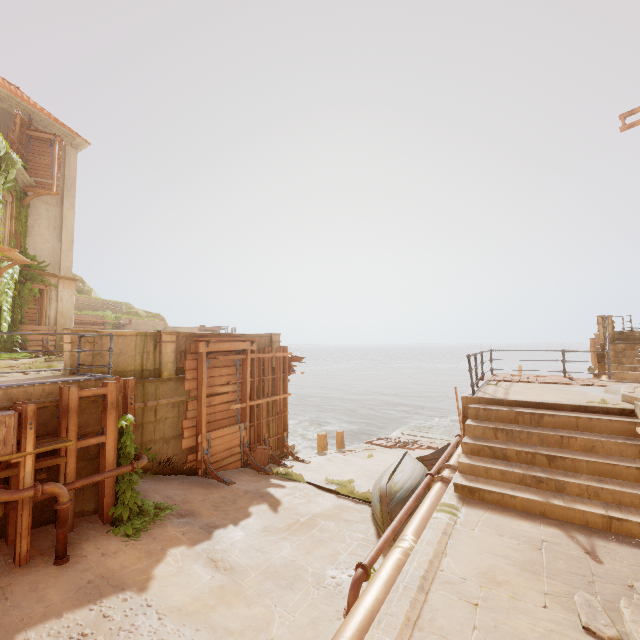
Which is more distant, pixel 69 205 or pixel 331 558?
pixel 69 205

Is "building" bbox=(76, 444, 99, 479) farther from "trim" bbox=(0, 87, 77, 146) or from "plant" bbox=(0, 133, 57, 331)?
"trim" bbox=(0, 87, 77, 146)

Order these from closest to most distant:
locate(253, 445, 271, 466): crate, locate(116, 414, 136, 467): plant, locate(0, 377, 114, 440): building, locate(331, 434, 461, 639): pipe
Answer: locate(331, 434, 461, 639): pipe → locate(0, 377, 114, 440): building → locate(116, 414, 136, 467): plant → locate(253, 445, 271, 466): crate

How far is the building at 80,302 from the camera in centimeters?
2538cm

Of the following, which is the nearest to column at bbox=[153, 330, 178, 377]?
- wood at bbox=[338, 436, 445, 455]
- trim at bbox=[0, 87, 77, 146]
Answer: wood at bbox=[338, 436, 445, 455]

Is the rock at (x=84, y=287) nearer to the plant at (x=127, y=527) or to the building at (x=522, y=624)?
the building at (x=522, y=624)

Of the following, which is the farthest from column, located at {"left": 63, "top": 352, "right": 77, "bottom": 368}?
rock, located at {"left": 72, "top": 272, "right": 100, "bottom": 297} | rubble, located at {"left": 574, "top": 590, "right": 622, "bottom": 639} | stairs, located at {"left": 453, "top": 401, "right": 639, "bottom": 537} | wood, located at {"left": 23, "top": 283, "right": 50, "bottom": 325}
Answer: rock, located at {"left": 72, "top": 272, "right": 100, "bottom": 297}

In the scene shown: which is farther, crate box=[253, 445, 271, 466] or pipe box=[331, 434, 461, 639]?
crate box=[253, 445, 271, 466]
